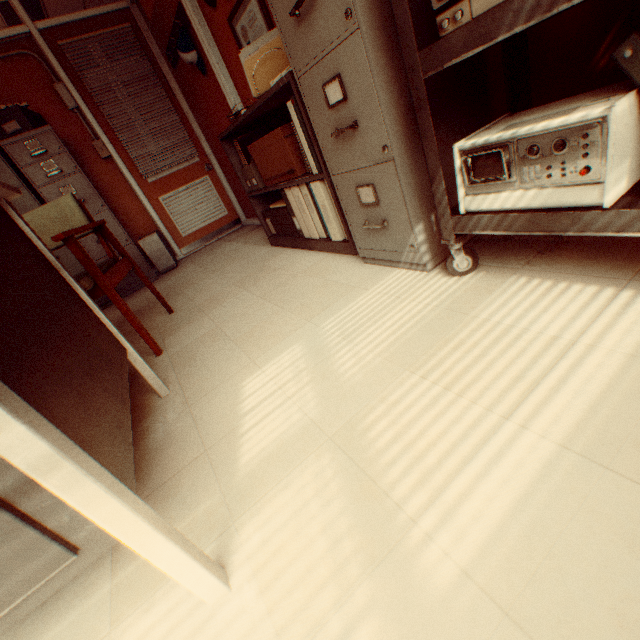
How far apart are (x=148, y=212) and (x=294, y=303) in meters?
3.9 m

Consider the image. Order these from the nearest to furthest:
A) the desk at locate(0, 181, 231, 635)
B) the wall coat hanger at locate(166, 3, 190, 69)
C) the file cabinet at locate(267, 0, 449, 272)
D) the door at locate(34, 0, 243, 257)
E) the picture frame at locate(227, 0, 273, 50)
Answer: the desk at locate(0, 181, 231, 635)
the file cabinet at locate(267, 0, 449, 272)
the picture frame at locate(227, 0, 273, 50)
the wall coat hanger at locate(166, 3, 190, 69)
the door at locate(34, 0, 243, 257)

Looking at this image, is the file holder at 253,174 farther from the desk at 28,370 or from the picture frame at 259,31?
the desk at 28,370

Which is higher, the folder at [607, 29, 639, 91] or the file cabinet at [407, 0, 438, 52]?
the file cabinet at [407, 0, 438, 52]

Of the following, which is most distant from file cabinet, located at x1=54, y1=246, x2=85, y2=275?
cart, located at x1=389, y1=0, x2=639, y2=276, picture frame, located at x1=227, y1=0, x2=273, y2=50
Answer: cart, located at x1=389, y1=0, x2=639, y2=276

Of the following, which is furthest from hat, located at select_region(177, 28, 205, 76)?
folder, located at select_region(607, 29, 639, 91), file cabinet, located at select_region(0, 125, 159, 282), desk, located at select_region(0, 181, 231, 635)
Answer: folder, located at select_region(607, 29, 639, 91)

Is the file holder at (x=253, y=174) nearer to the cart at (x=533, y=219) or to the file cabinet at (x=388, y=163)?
the file cabinet at (x=388, y=163)

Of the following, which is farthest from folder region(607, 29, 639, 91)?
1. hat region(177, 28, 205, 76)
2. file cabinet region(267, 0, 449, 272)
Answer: hat region(177, 28, 205, 76)
